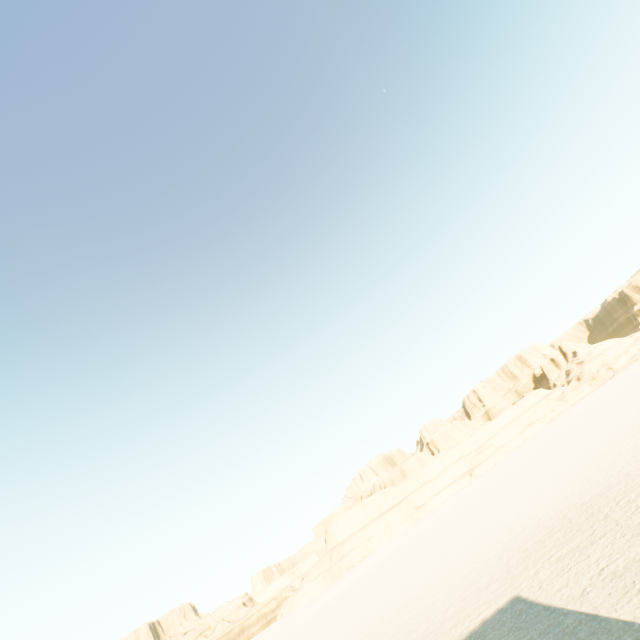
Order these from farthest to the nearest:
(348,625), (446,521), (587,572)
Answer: (446,521)
(348,625)
(587,572)
